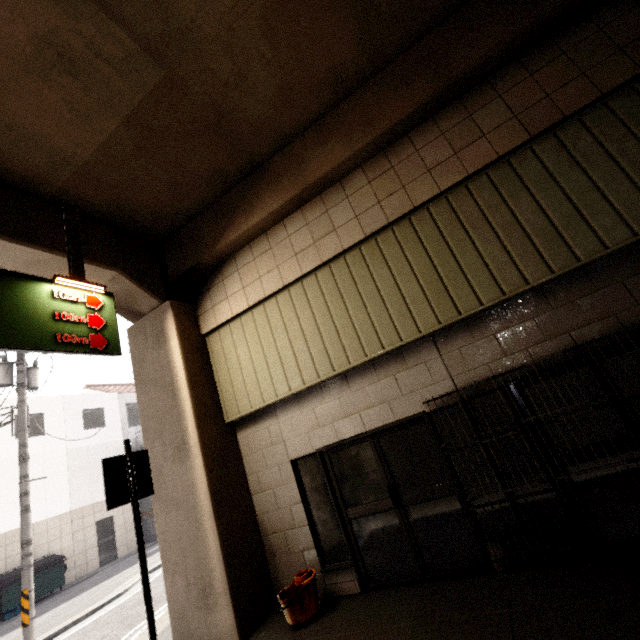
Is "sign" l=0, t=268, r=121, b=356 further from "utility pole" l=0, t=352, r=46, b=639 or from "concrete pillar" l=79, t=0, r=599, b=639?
"utility pole" l=0, t=352, r=46, b=639

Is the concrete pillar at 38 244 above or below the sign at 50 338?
above

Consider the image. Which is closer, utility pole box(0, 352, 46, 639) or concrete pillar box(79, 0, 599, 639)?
concrete pillar box(79, 0, 599, 639)

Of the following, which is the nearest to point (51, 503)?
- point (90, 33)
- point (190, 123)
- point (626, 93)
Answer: point (190, 123)

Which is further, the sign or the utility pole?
the utility pole

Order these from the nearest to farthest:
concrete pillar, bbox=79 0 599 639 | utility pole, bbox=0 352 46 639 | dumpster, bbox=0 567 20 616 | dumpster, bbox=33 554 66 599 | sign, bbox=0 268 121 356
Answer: sign, bbox=0 268 121 356 → concrete pillar, bbox=79 0 599 639 → utility pole, bbox=0 352 46 639 → dumpster, bbox=0 567 20 616 → dumpster, bbox=33 554 66 599

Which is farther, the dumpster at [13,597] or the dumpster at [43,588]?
the dumpster at [43,588]

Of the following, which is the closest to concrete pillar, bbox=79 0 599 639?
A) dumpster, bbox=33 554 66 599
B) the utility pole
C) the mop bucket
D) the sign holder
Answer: the sign holder
